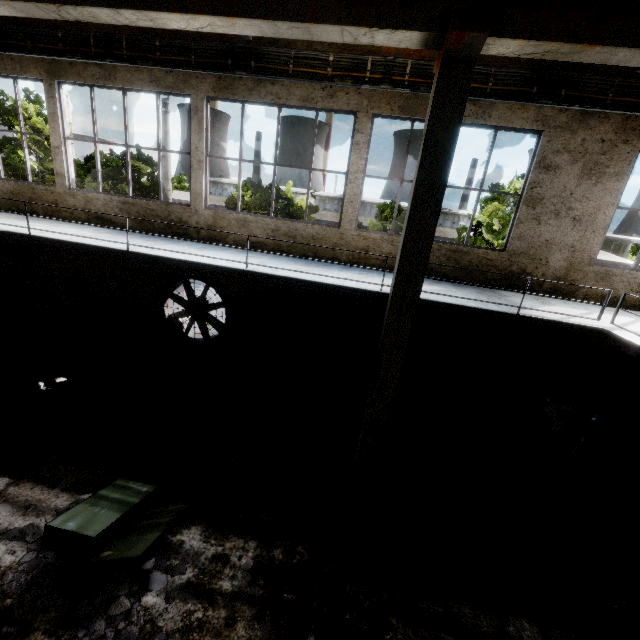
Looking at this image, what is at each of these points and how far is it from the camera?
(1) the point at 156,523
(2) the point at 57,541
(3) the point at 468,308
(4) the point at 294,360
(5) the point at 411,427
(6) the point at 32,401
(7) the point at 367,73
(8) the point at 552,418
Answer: (1) cabinet door, 5.0m
(2) cabinet, 4.3m
(3) elevated walkway, 5.9m
(4) power box, 9.0m
(5) barrel, 7.2m
(6) concrete debris, 7.7m
(7) wires, 7.1m
(8) wire spool, 6.9m

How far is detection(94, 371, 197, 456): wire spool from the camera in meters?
6.6 m

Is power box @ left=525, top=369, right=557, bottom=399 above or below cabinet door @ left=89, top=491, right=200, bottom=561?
above

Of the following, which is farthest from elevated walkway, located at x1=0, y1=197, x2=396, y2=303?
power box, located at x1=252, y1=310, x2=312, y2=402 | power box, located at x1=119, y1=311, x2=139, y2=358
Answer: power box, located at x1=119, y1=311, x2=139, y2=358

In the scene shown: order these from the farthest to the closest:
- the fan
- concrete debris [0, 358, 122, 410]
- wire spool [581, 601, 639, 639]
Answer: the fan < concrete debris [0, 358, 122, 410] < wire spool [581, 601, 639, 639]

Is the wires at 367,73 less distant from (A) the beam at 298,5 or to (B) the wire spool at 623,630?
(A) the beam at 298,5

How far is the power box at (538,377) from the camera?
8.51m

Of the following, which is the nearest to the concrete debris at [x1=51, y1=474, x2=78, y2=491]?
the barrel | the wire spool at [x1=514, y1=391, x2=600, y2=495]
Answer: the barrel
